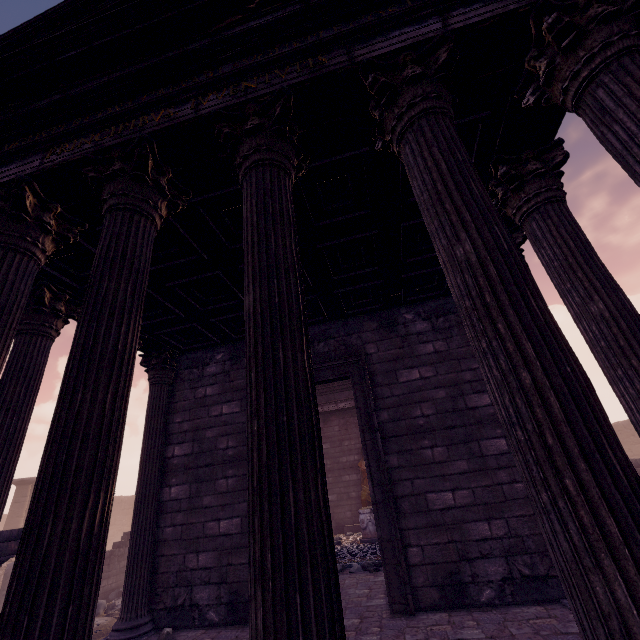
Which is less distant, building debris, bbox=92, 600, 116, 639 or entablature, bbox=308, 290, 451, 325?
entablature, bbox=308, 290, 451, 325

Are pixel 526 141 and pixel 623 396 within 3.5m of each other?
yes

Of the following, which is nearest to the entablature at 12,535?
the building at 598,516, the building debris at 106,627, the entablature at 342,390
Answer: the building debris at 106,627

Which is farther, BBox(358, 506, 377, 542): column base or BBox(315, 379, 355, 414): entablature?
BBox(315, 379, 355, 414): entablature

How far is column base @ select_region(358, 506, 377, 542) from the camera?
10.11m

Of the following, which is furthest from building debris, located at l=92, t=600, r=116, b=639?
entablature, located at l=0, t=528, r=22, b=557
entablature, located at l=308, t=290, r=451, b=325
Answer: entablature, located at l=308, t=290, r=451, b=325

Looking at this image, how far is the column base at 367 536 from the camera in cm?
1011

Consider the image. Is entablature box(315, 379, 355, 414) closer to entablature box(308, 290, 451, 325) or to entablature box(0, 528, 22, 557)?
entablature box(308, 290, 451, 325)
